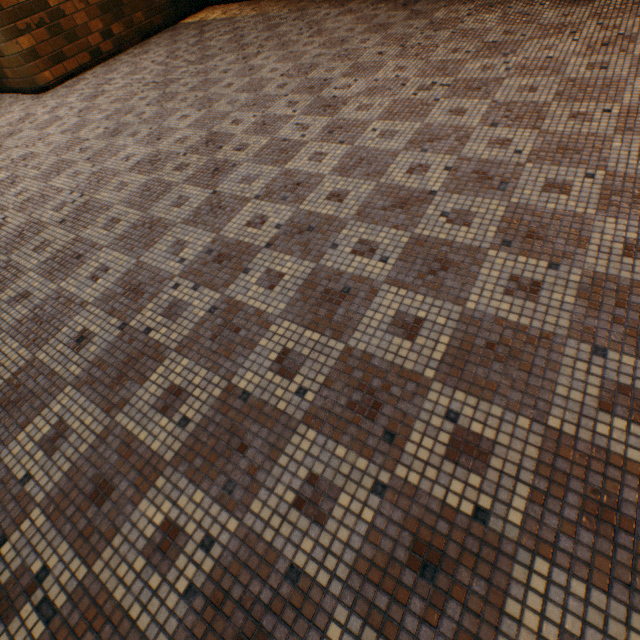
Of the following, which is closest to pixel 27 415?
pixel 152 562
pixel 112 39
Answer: pixel 152 562
